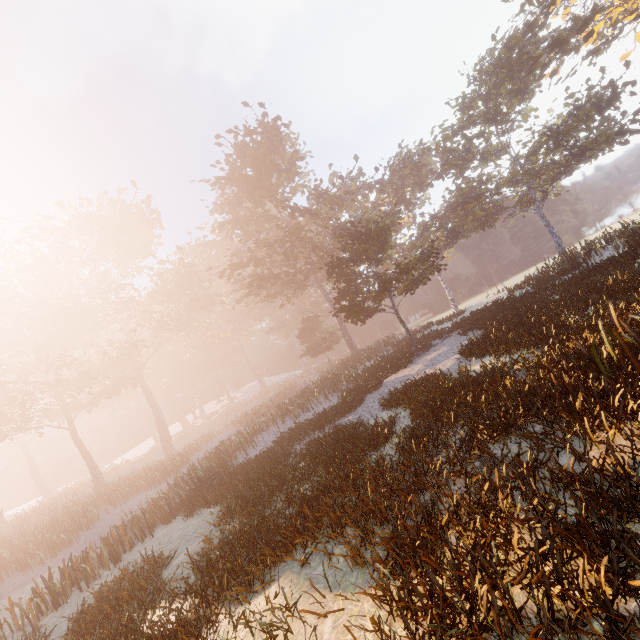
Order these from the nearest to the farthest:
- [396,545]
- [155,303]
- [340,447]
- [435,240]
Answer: [396,545], [340,447], [435,240], [155,303]
